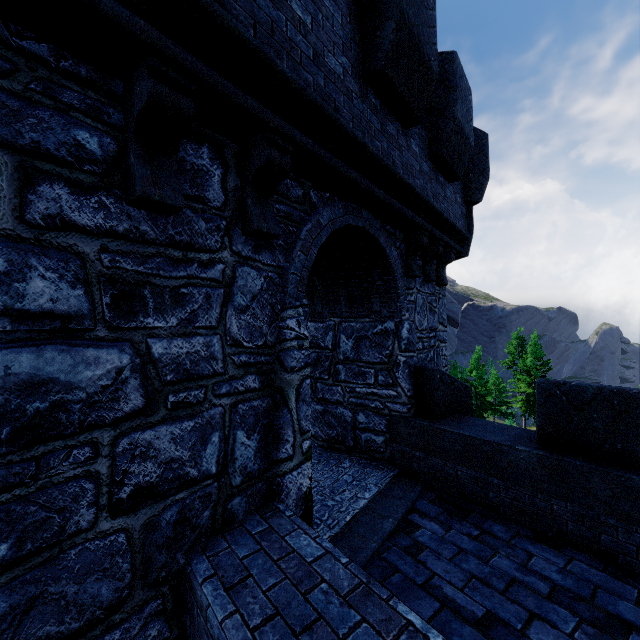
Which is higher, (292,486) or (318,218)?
(318,218)
